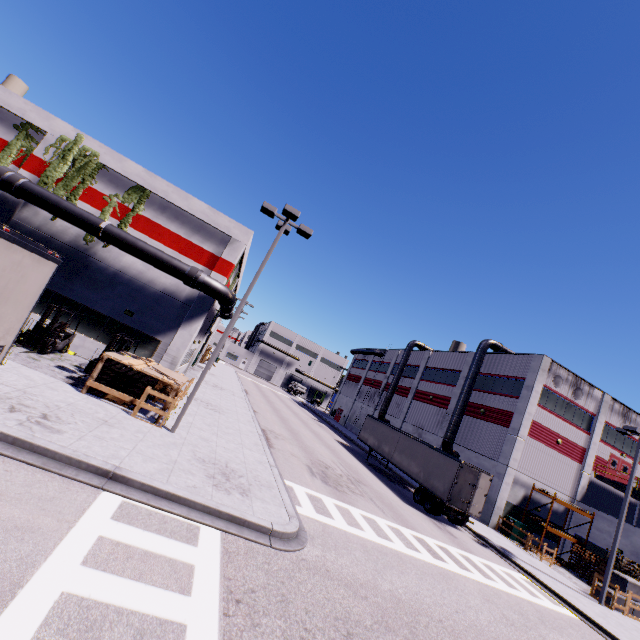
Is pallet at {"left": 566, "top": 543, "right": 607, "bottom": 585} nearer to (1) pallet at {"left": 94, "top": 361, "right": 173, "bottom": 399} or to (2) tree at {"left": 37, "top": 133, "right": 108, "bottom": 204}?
(1) pallet at {"left": 94, "top": 361, "right": 173, "bottom": 399}

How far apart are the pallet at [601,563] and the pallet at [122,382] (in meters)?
31.92

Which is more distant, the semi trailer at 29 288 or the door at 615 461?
the door at 615 461

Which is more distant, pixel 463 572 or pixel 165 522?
pixel 463 572

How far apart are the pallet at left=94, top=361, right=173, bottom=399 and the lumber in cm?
46

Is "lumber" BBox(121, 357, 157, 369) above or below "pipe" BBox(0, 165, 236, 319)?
below

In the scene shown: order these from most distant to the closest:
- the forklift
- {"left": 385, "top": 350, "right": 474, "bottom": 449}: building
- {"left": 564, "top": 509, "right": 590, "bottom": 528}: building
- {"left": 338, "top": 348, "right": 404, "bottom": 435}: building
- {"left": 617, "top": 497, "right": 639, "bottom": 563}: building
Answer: {"left": 338, "top": 348, "right": 404, "bottom": 435}: building → {"left": 385, "top": 350, "right": 474, "bottom": 449}: building → {"left": 564, "top": 509, "right": 590, "bottom": 528}: building → {"left": 617, "top": 497, "right": 639, "bottom": 563}: building → the forklift

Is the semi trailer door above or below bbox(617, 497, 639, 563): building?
below
